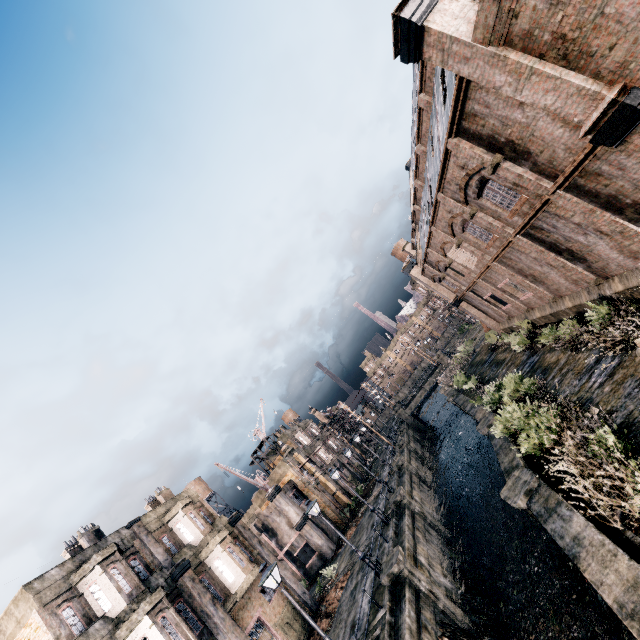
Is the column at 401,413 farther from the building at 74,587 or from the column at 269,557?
the building at 74,587

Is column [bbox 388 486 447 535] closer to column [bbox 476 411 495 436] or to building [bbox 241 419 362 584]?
column [bbox 476 411 495 436]

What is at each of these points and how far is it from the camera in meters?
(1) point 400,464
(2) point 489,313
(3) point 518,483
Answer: (1) column, 34.1
(2) building, 31.2
(3) column, 12.7

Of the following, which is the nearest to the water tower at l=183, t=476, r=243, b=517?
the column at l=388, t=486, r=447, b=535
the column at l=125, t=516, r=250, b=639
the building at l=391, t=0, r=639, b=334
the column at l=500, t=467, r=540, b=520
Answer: the column at l=125, t=516, r=250, b=639

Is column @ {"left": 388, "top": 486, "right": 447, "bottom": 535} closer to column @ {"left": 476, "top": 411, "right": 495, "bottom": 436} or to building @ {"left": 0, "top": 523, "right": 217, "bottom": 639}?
column @ {"left": 476, "top": 411, "right": 495, "bottom": 436}

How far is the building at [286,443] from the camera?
35.19m

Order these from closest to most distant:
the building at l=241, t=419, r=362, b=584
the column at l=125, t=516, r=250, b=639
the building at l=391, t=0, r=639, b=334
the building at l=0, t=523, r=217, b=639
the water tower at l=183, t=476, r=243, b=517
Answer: the building at l=391, t=0, r=639, b=334 → the building at l=0, t=523, r=217, b=639 → the column at l=125, t=516, r=250, b=639 → the building at l=241, t=419, r=362, b=584 → the water tower at l=183, t=476, r=243, b=517

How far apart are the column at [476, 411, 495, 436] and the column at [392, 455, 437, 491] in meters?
14.8
